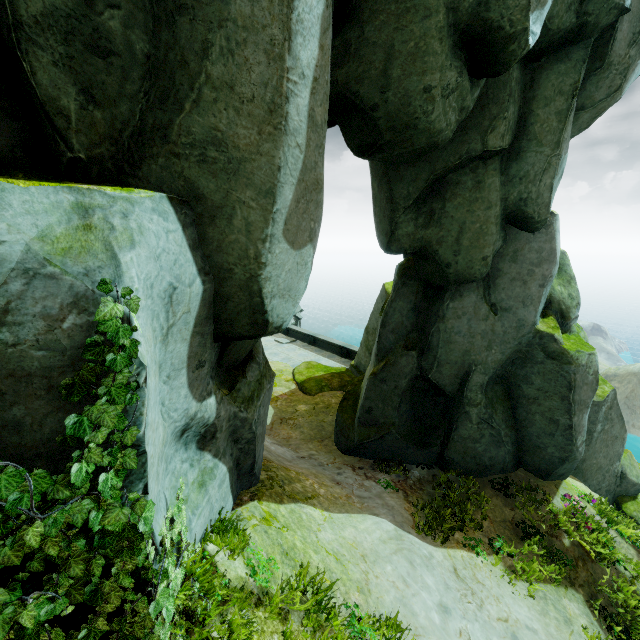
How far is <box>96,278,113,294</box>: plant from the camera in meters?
2.2

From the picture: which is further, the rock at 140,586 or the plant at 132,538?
the rock at 140,586

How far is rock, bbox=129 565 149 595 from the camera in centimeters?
291cm

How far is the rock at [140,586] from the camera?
2.9m

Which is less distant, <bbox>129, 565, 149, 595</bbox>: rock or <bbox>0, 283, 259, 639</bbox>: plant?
<bbox>0, 283, 259, 639</bbox>: plant

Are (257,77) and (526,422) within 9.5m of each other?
no
